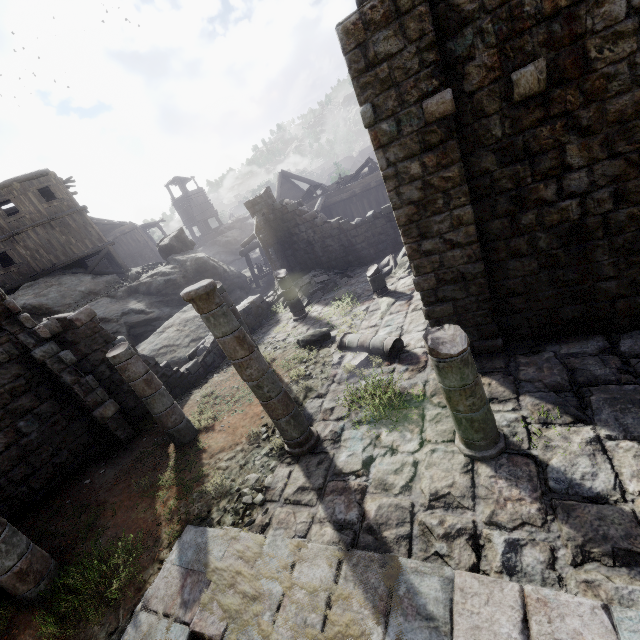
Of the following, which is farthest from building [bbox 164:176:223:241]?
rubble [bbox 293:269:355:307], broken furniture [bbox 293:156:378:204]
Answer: broken furniture [bbox 293:156:378:204]

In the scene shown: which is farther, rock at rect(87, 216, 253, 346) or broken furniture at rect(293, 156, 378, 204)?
broken furniture at rect(293, 156, 378, 204)

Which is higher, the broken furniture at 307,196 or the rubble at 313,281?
the broken furniture at 307,196

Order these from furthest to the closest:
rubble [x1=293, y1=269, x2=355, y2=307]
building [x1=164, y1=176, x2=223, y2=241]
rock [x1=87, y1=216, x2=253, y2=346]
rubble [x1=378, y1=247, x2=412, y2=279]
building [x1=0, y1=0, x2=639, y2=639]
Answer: building [x1=164, y1=176, x2=223, y2=241] < rock [x1=87, y1=216, x2=253, y2=346] < rubble [x1=293, y1=269, x2=355, y2=307] < rubble [x1=378, y1=247, x2=412, y2=279] < building [x1=0, y1=0, x2=639, y2=639]

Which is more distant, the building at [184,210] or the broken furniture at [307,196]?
the building at [184,210]

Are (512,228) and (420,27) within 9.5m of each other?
yes

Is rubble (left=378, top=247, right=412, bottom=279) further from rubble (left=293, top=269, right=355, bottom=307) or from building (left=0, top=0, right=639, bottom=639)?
rubble (left=293, top=269, right=355, bottom=307)

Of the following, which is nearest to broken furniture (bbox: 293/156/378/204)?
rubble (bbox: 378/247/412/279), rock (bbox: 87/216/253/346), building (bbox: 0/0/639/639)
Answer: building (bbox: 0/0/639/639)
